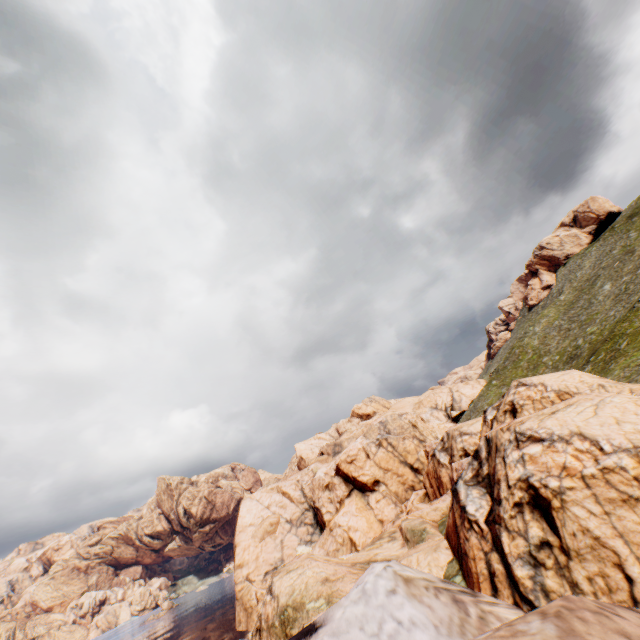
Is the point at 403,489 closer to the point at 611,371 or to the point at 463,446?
the point at 463,446
